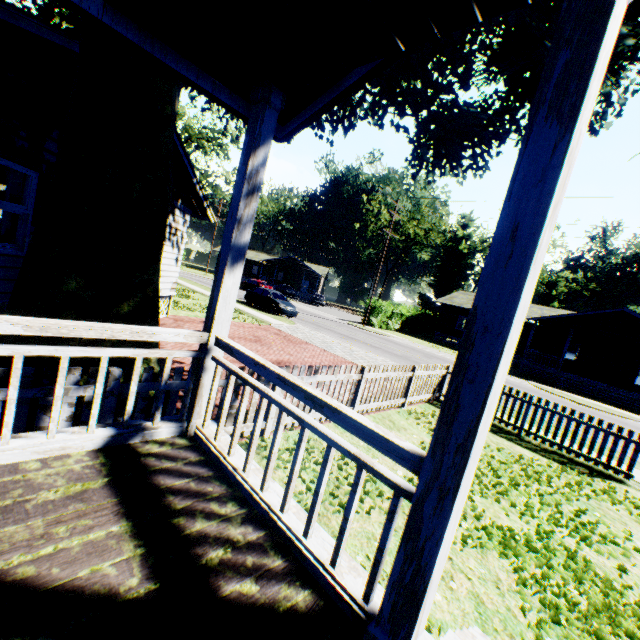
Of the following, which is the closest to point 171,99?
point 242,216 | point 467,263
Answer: point 242,216

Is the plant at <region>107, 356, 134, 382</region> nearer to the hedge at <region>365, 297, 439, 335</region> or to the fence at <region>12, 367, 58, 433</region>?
the fence at <region>12, 367, 58, 433</region>

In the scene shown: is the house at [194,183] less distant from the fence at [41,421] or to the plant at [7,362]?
the plant at [7,362]

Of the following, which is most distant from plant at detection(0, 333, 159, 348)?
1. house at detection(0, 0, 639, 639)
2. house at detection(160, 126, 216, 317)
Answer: house at detection(160, 126, 216, 317)

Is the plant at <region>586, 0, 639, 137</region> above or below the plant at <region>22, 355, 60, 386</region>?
above

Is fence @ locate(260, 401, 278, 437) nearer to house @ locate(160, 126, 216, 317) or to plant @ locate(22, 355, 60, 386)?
plant @ locate(22, 355, 60, 386)

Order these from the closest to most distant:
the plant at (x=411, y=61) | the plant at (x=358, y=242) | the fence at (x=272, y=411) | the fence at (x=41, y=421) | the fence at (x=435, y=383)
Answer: the fence at (x=41, y=421) < the plant at (x=411, y=61) < the fence at (x=272, y=411) < the fence at (x=435, y=383) < the plant at (x=358, y=242)
